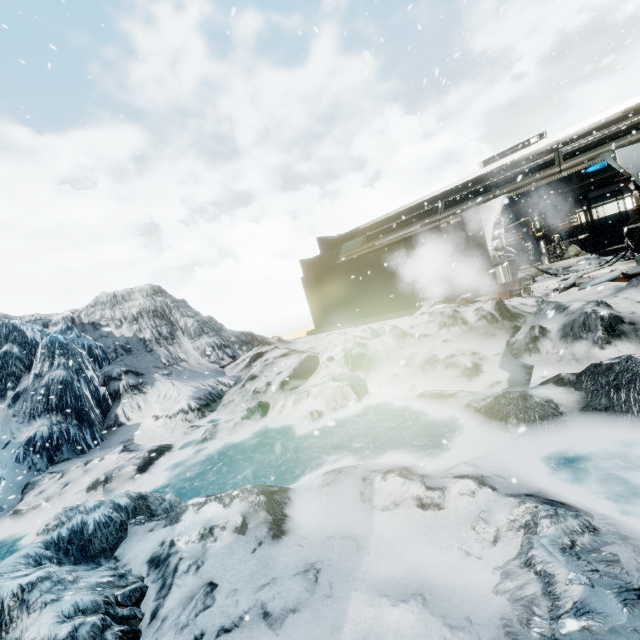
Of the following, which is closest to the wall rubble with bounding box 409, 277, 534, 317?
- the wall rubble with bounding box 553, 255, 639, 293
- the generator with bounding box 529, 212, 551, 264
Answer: the wall rubble with bounding box 553, 255, 639, 293

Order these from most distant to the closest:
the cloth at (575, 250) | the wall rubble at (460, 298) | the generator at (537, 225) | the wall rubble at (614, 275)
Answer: the generator at (537, 225) < the cloth at (575, 250) < the wall rubble at (460, 298) < the wall rubble at (614, 275)

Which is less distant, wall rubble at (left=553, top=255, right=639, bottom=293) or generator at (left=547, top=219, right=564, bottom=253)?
wall rubble at (left=553, top=255, right=639, bottom=293)

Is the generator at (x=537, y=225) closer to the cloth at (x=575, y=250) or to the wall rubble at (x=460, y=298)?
the cloth at (x=575, y=250)

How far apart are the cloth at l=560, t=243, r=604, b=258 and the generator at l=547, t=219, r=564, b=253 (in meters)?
0.37

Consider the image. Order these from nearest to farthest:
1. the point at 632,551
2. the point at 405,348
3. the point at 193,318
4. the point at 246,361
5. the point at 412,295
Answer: the point at 632,551 → the point at 405,348 → the point at 412,295 → the point at 246,361 → the point at 193,318

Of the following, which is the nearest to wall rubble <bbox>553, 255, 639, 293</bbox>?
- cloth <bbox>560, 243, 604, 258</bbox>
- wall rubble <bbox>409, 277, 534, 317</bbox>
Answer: wall rubble <bbox>409, 277, 534, 317</bbox>

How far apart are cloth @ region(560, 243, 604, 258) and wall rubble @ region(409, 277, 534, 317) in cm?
719
